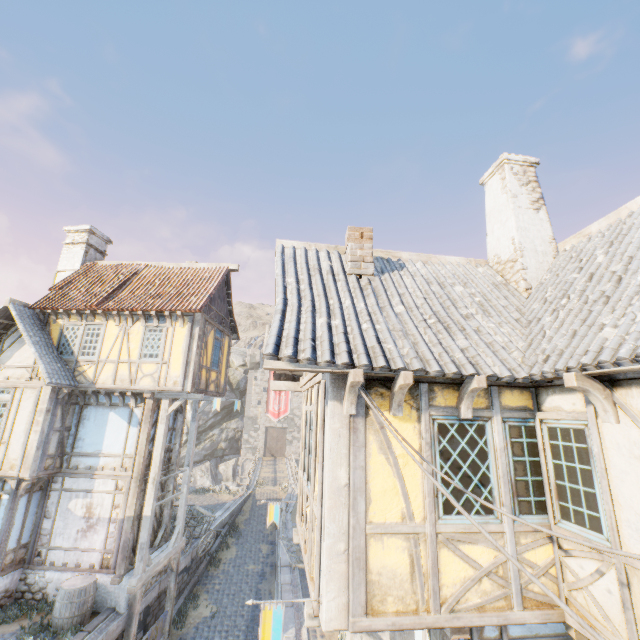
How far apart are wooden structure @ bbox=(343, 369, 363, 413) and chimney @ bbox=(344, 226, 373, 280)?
2.6m

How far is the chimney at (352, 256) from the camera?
6.4m

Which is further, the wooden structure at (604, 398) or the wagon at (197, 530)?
the wagon at (197, 530)

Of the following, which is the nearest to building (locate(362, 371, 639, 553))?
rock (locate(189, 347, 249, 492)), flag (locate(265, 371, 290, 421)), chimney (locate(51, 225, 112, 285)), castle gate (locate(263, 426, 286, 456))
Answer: flag (locate(265, 371, 290, 421))

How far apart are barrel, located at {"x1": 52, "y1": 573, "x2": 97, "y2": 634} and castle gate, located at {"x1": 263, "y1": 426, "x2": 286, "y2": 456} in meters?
35.1

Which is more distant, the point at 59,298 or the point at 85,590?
the point at 59,298

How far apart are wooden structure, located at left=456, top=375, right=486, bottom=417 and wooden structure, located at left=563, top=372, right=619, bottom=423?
0.9 meters

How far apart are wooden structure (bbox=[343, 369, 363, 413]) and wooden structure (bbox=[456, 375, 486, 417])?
1.51m
